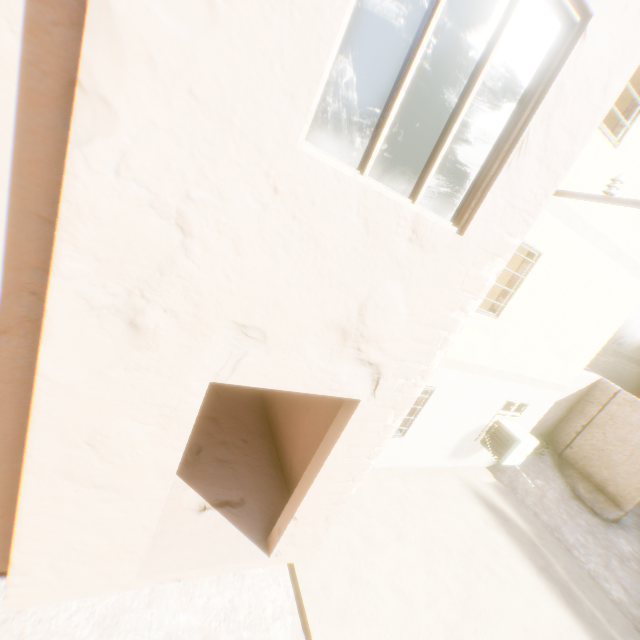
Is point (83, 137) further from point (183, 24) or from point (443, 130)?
point (443, 130)
